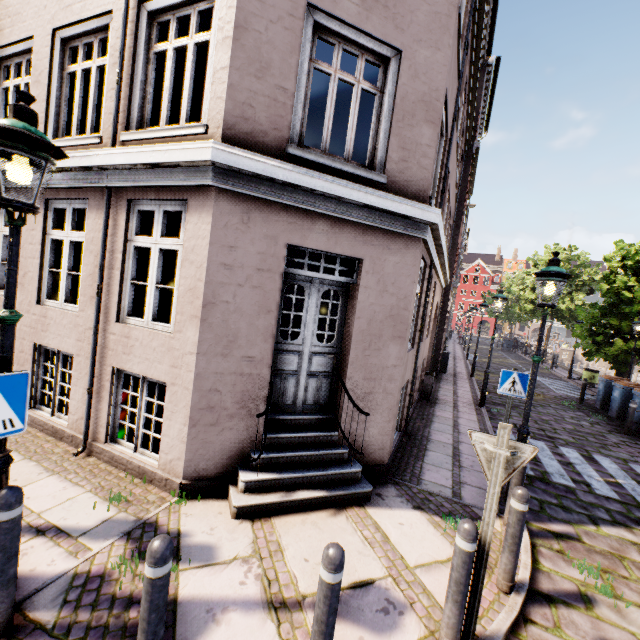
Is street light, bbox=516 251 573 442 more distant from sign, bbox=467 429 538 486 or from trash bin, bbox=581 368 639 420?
sign, bbox=467 429 538 486

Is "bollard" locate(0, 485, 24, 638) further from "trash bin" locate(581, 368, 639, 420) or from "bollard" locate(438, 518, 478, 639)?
"trash bin" locate(581, 368, 639, 420)

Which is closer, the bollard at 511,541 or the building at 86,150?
the bollard at 511,541

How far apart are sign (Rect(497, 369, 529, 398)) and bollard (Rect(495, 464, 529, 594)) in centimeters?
325cm

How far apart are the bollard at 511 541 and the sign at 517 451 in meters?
1.0

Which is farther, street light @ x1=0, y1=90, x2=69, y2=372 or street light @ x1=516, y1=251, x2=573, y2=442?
street light @ x1=516, y1=251, x2=573, y2=442

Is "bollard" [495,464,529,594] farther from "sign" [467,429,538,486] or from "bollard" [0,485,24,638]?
"bollard" [0,485,24,638]

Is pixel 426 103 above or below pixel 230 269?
above
